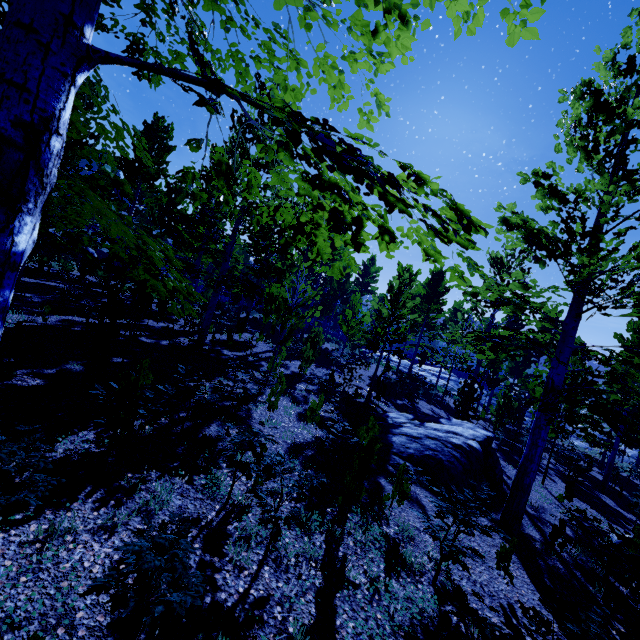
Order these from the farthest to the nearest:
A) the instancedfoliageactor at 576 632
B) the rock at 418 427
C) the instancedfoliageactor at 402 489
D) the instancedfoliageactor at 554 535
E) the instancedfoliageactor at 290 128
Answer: the rock at 418 427 < the instancedfoliageactor at 554 535 < the instancedfoliageactor at 402 489 < the instancedfoliageactor at 576 632 < the instancedfoliageactor at 290 128

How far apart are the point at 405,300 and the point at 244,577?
12.3 meters

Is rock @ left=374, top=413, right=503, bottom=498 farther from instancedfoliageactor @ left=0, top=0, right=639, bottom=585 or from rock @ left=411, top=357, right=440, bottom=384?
rock @ left=411, top=357, right=440, bottom=384

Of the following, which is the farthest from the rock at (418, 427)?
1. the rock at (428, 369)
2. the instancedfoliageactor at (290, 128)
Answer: the rock at (428, 369)

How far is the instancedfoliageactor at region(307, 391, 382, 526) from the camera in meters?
4.8 m

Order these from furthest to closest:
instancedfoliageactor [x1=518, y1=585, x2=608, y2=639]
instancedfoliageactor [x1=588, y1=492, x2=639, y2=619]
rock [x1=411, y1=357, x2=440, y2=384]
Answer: rock [x1=411, y1=357, x2=440, y2=384]
instancedfoliageactor [x1=588, y1=492, x2=639, y2=619]
instancedfoliageactor [x1=518, y1=585, x2=608, y2=639]
